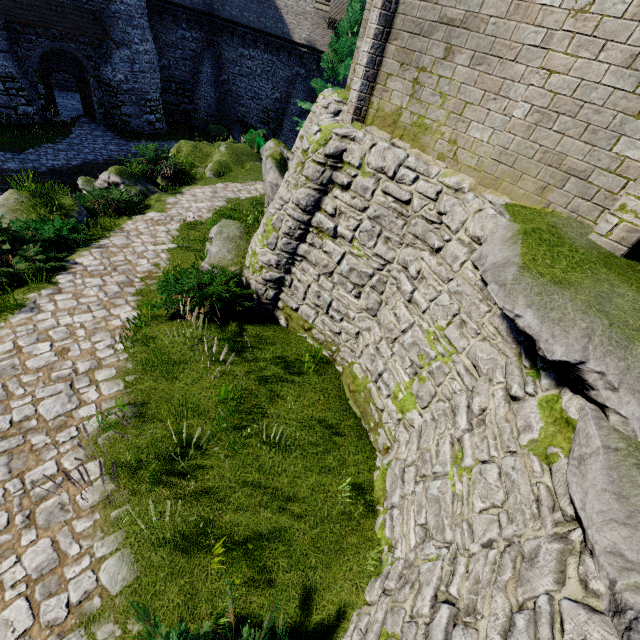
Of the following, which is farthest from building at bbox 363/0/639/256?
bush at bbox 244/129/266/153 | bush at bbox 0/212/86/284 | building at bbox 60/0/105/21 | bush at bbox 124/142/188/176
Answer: building at bbox 60/0/105/21

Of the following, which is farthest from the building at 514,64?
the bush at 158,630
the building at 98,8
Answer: the building at 98,8

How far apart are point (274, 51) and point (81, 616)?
33.1m

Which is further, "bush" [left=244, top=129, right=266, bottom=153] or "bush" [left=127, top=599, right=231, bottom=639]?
"bush" [left=244, top=129, right=266, bottom=153]

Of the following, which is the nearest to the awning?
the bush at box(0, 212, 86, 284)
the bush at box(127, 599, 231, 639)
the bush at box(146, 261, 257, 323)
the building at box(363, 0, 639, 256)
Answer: the bush at box(0, 212, 86, 284)

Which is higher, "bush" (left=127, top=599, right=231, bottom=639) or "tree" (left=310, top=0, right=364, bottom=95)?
"tree" (left=310, top=0, right=364, bottom=95)

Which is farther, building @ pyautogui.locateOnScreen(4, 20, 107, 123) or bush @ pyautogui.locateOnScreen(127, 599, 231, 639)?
building @ pyautogui.locateOnScreen(4, 20, 107, 123)

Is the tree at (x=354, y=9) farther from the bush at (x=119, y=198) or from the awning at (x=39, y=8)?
the bush at (x=119, y=198)
